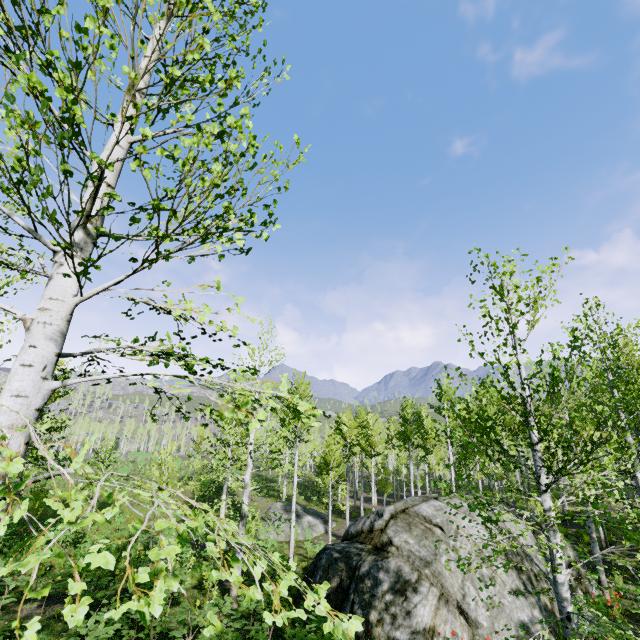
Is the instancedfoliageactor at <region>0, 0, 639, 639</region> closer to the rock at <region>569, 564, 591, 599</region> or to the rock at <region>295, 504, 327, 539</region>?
the rock at <region>569, 564, 591, 599</region>

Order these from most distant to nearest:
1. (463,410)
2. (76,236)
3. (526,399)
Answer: (463,410), (526,399), (76,236)

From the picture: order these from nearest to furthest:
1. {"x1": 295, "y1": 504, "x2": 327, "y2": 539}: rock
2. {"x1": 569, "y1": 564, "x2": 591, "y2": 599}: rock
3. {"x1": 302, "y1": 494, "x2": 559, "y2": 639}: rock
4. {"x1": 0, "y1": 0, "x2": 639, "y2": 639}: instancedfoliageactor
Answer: {"x1": 0, "y1": 0, "x2": 639, "y2": 639}: instancedfoliageactor → {"x1": 302, "y1": 494, "x2": 559, "y2": 639}: rock → {"x1": 569, "y1": 564, "x2": 591, "y2": 599}: rock → {"x1": 295, "y1": 504, "x2": 327, "y2": 539}: rock

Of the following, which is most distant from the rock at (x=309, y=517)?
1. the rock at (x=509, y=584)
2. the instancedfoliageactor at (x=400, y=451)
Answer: the rock at (x=509, y=584)

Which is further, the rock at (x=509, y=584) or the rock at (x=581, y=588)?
the rock at (x=581, y=588)

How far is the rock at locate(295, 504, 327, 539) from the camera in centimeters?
2420cm
